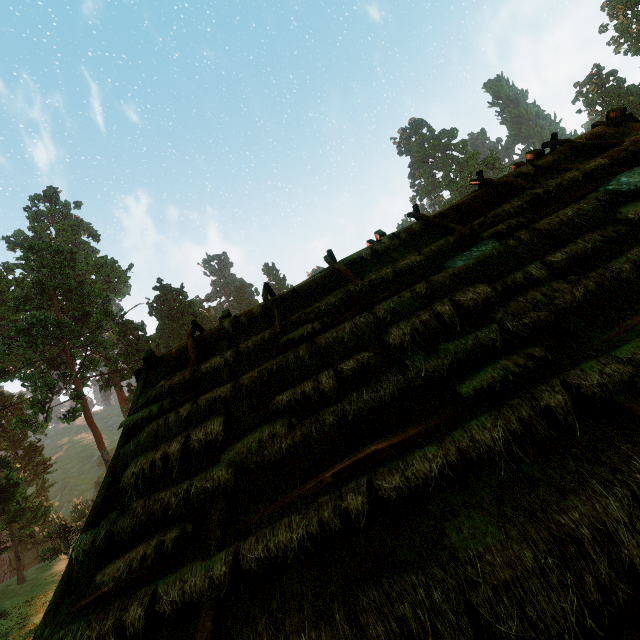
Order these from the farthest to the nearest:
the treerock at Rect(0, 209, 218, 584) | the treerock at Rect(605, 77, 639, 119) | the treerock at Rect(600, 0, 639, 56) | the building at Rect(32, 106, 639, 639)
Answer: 1. the treerock at Rect(605, 77, 639, 119)
2. the treerock at Rect(600, 0, 639, 56)
3. the treerock at Rect(0, 209, 218, 584)
4. the building at Rect(32, 106, 639, 639)

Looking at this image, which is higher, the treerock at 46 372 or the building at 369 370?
the treerock at 46 372

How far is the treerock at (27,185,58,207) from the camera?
58.5 meters

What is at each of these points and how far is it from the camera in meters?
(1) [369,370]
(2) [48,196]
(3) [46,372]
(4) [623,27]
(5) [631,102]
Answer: (1) building, 4.5 m
(2) treerock, 59.2 m
(3) treerock, 37.0 m
(4) treerock, 55.2 m
(5) treerock, 56.5 m

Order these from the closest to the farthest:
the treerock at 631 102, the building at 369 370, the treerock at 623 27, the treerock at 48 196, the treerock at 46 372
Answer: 1. the building at 369 370
2. the treerock at 46 372
3. the treerock at 623 27
4. the treerock at 631 102
5. the treerock at 48 196

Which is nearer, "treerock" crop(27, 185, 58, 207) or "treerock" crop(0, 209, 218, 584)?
"treerock" crop(0, 209, 218, 584)

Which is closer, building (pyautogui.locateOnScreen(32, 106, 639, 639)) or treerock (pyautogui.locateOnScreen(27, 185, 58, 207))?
building (pyautogui.locateOnScreen(32, 106, 639, 639))
